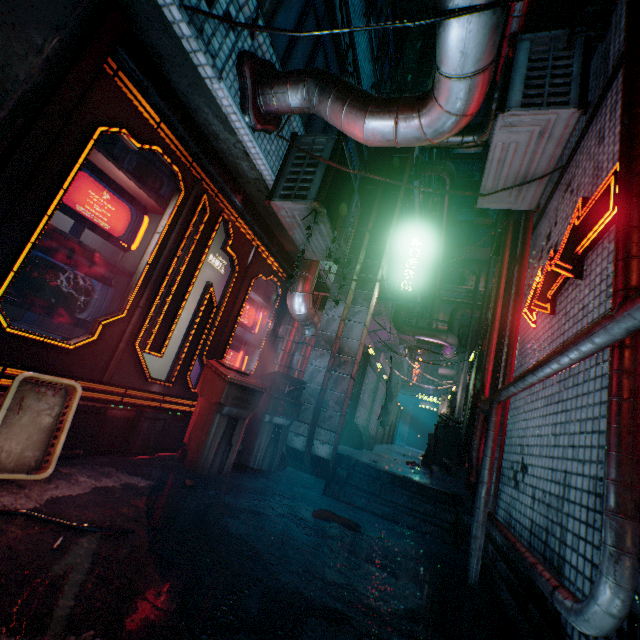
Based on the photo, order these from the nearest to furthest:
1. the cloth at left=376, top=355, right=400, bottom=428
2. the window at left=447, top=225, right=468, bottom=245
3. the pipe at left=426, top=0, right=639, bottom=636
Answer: the pipe at left=426, top=0, right=639, bottom=636
the cloth at left=376, top=355, right=400, bottom=428
the window at left=447, top=225, right=468, bottom=245

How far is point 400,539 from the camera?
2.9 meters

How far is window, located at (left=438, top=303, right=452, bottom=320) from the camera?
20.7 meters

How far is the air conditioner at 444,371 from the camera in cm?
1103

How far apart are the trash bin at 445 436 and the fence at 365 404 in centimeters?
152cm

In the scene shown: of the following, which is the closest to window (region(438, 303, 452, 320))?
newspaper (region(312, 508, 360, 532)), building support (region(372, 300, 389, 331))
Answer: building support (region(372, 300, 389, 331))

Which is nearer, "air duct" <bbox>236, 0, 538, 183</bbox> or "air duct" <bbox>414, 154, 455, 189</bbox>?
"air duct" <bbox>236, 0, 538, 183</bbox>

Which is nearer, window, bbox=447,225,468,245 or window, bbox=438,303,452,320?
window, bbox=438,303,452,320
